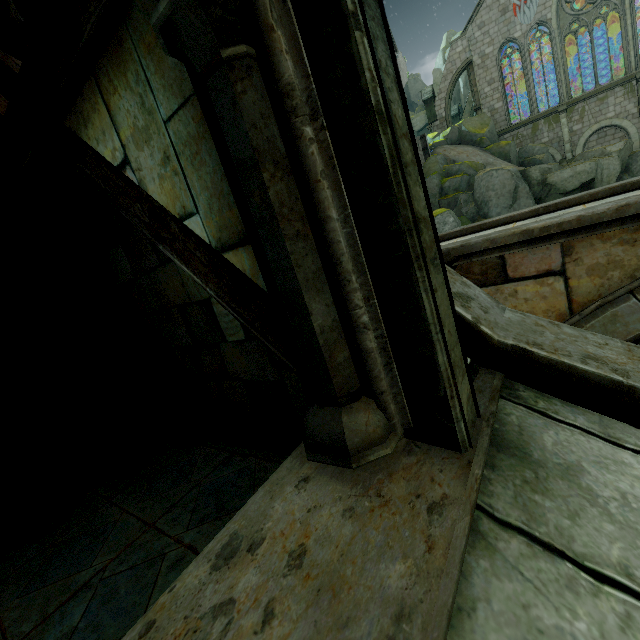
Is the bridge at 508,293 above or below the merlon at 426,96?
below

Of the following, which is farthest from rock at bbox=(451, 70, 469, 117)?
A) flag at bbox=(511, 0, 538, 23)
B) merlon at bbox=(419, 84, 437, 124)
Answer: flag at bbox=(511, 0, 538, 23)

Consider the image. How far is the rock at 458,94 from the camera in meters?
45.8

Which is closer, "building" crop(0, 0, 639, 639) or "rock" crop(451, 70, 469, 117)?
"building" crop(0, 0, 639, 639)

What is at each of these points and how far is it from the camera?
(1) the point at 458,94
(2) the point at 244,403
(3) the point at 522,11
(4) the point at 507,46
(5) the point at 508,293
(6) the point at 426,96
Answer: (1) rock, 48.19m
(2) building, 3.18m
(3) flag, 27.23m
(4) building, 28.64m
(5) bridge, 5.40m
(6) merlon, 32.81m

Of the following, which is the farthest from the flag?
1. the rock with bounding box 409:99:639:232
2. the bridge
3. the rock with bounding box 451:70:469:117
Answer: the bridge

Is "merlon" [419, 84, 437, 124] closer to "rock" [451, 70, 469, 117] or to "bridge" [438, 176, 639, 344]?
"rock" [451, 70, 469, 117]

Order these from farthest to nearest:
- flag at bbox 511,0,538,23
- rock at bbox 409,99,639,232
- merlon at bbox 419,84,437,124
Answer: merlon at bbox 419,84,437,124
flag at bbox 511,0,538,23
rock at bbox 409,99,639,232
